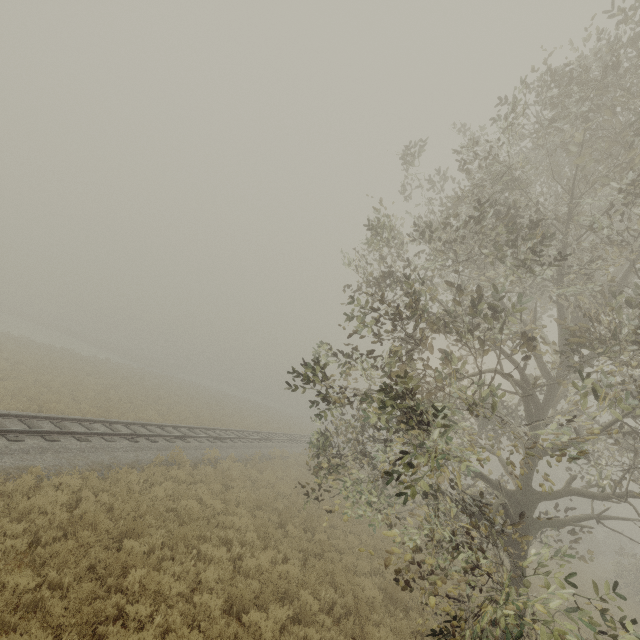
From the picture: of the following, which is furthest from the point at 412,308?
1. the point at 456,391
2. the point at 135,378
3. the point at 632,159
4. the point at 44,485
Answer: the point at 135,378
